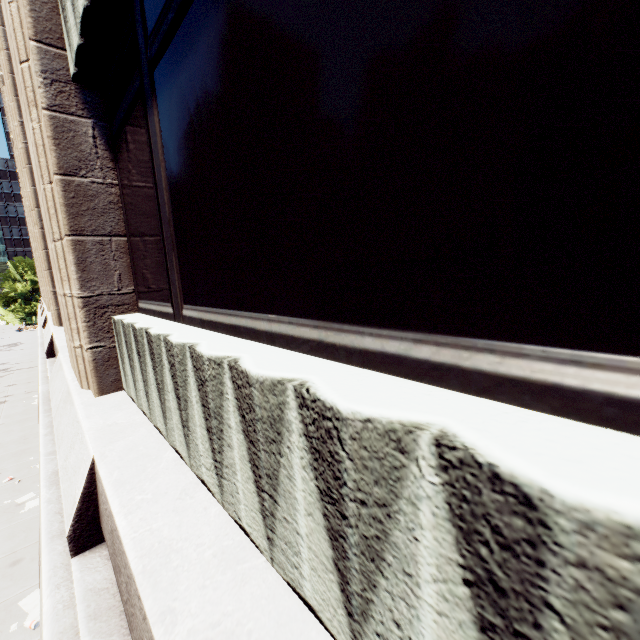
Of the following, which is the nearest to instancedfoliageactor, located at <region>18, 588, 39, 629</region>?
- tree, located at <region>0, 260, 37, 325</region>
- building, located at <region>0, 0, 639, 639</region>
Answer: building, located at <region>0, 0, 639, 639</region>

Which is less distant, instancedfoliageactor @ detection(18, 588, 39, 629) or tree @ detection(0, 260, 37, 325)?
instancedfoliageactor @ detection(18, 588, 39, 629)

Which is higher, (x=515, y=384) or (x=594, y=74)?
(x=594, y=74)

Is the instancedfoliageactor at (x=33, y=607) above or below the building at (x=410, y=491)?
below

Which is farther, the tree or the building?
the tree

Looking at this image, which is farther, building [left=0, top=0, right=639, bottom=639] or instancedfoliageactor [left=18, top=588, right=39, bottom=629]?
instancedfoliageactor [left=18, top=588, right=39, bottom=629]

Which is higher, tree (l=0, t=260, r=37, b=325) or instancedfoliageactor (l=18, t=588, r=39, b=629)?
tree (l=0, t=260, r=37, b=325)

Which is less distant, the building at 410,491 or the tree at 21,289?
the building at 410,491
